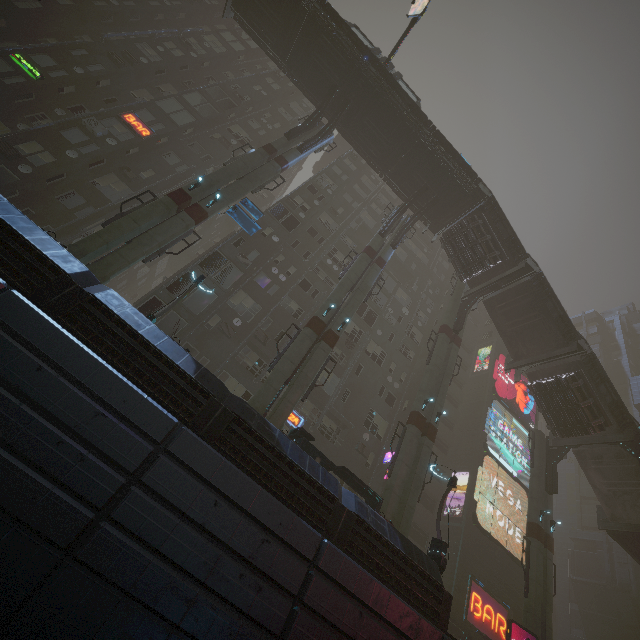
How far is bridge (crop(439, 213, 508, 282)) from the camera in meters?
25.3 m

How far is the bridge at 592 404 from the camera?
23.45m

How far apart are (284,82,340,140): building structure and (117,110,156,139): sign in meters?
10.0 m

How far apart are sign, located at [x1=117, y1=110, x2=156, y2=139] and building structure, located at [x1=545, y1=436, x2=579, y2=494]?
41.12m

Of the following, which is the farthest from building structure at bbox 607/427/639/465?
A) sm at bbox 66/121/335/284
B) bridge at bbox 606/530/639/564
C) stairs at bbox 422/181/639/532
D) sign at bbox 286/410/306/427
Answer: sm at bbox 66/121/335/284

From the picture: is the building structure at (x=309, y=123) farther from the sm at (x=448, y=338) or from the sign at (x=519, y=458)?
the sign at (x=519, y=458)

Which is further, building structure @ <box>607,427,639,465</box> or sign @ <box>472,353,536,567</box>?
sign @ <box>472,353,536,567</box>

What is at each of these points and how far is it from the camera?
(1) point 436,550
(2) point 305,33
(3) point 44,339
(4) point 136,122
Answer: (1) street light, 15.12m
(2) bridge, 24.33m
(3) building, 8.67m
(4) sign, 24.83m
